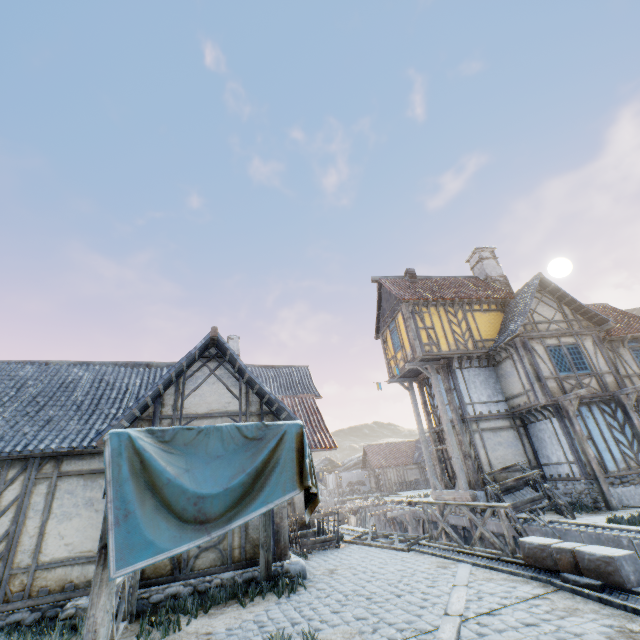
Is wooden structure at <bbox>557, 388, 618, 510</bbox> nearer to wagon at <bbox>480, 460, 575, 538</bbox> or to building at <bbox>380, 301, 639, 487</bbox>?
building at <bbox>380, 301, 639, 487</bbox>

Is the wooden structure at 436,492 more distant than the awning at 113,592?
Yes

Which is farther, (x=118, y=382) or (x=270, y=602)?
(x=118, y=382)

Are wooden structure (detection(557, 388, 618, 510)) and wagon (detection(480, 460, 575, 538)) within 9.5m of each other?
yes

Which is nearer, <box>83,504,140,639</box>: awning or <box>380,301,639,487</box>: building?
<box>83,504,140,639</box>: awning

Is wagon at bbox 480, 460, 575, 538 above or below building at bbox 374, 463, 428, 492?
below

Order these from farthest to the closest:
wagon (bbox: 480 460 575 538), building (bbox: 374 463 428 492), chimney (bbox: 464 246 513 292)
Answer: building (bbox: 374 463 428 492) < chimney (bbox: 464 246 513 292) < wagon (bbox: 480 460 575 538)

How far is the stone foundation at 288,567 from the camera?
7.5 meters
